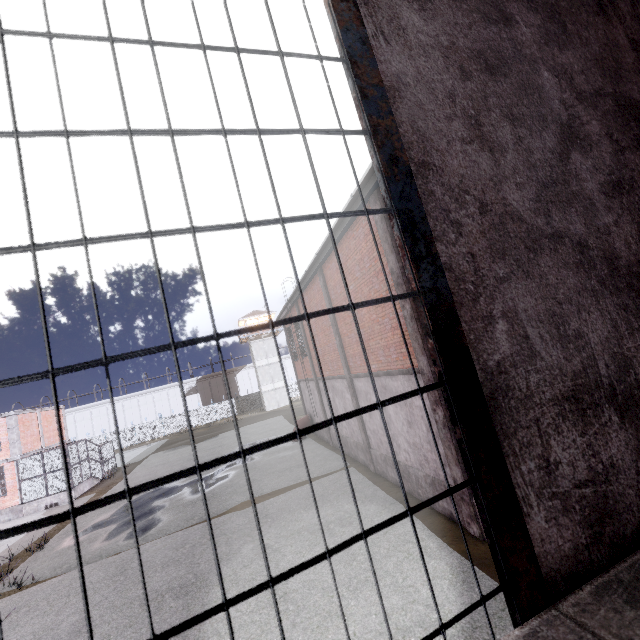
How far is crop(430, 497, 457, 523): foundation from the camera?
8.33m

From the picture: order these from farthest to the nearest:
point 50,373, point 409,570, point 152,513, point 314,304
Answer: point 314,304
point 152,513
point 409,570
point 50,373

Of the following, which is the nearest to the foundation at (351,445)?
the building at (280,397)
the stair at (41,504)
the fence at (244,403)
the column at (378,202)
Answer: the column at (378,202)

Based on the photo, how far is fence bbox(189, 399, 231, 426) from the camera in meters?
52.2

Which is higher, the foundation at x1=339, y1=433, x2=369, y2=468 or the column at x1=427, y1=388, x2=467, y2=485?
the column at x1=427, y1=388, x2=467, y2=485

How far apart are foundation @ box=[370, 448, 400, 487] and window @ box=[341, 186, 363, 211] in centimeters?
773cm

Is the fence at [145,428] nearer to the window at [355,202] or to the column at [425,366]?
the window at [355,202]
